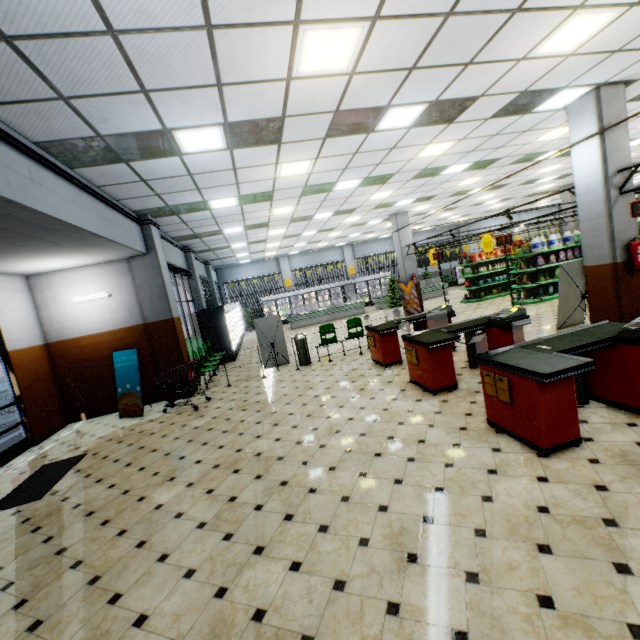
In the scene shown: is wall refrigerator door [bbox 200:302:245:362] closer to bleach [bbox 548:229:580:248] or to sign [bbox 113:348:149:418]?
sign [bbox 113:348:149:418]

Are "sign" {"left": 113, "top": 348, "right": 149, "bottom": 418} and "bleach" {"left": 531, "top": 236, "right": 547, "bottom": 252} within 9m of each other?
no

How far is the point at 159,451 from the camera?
5.6m

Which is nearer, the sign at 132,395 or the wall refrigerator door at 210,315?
the sign at 132,395

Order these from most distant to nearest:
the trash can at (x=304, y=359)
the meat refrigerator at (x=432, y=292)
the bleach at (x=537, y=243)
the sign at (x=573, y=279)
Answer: the meat refrigerator at (x=432, y=292), the bleach at (x=537, y=243), the trash can at (x=304, y=359), the sign at (x=573, y=279)

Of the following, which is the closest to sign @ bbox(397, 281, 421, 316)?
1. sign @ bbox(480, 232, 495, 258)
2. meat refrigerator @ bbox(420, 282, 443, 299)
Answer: sign @ bbox(480, 232, 495, 258)

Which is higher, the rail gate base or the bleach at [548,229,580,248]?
the bleach at [548,229,580,248]

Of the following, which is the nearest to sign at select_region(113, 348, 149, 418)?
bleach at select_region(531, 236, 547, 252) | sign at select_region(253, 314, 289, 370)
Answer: sign at select_region(253, 314, 289, 370)
